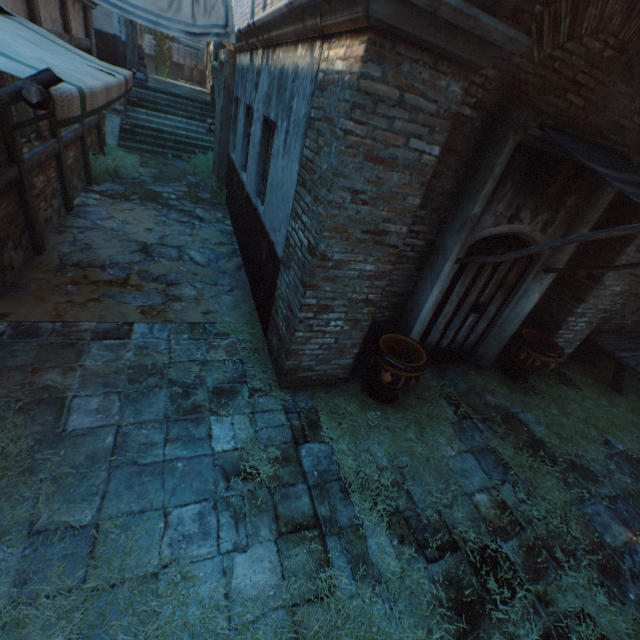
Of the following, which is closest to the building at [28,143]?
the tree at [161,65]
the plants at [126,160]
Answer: the plants at [126,160]

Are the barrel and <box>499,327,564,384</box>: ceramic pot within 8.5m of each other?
no

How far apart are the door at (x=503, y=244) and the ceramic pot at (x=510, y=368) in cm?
55

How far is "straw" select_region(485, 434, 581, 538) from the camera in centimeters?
383cm

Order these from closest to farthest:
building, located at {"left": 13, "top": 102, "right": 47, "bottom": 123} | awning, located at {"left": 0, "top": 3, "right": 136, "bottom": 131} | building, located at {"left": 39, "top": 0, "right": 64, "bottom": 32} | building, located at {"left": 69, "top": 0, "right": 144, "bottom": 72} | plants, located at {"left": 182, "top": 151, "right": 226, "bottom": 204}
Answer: awning, located at {"left": 0, "top": 3, "right": 136, "bottom": 131} → building, located at {"left": 13, "top": 102, "right": 47, "bottom": 123} → building, located at {"left": 39, "top": 0, "right": 64, "bottom": 32} → building, located at {"left": 69, "top": 0, "right": 144, "bottom": 72} → plants, located at {"left": 182, "top": 151, "right": 226, "bottom": 204}

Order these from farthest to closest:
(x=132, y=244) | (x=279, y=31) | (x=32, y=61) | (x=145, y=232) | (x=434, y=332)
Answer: (x=145, y=232), (x=132, y=244), (x=434, y=332), (x=279, y=31), (x=32, y=61)

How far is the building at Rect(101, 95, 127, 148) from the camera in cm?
1010

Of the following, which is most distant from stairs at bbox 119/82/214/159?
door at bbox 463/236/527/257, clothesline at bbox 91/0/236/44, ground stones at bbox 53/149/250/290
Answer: door at bbox 463/236/527/257
